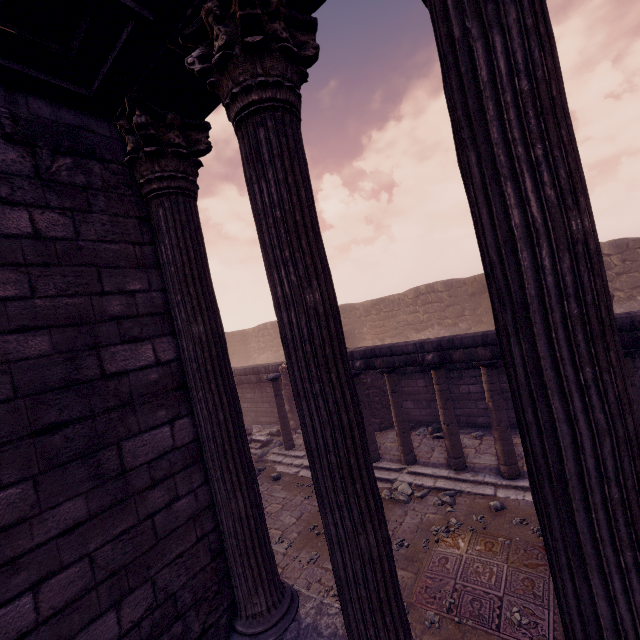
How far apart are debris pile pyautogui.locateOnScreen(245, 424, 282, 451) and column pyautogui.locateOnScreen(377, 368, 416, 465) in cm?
473

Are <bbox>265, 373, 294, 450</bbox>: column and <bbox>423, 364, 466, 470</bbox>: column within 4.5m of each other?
no

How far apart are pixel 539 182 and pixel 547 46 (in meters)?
0.56

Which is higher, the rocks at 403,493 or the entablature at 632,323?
the entablature at 632,323

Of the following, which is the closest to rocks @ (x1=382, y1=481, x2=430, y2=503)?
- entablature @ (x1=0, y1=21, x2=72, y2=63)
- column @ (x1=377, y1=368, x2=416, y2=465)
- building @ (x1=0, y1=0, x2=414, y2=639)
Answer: column @ (x1=377, y1=368, x2=416, y2=465)

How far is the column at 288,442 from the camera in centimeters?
1079cm

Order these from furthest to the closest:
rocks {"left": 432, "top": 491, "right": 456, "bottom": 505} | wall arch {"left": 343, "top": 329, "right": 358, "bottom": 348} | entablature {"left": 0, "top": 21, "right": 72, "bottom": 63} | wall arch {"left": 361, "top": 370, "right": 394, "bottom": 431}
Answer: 1. wall arch {"left": 343, "top": 329, "right": 358, "bottom": 348}
2. wall arch {"left": 361, "top": 370, "right": 394, "bottom": 431}
3. rocks {"left": 432, "top": 491, "right": 456, "bottom": 505}
4. entablature {"left": 0, "top": 21, "right": 72, "bottom": 63}

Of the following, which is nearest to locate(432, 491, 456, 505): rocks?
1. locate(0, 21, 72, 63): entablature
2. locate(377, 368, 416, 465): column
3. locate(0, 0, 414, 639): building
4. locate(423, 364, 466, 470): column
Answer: locate(423, 364, 466, 470): column
